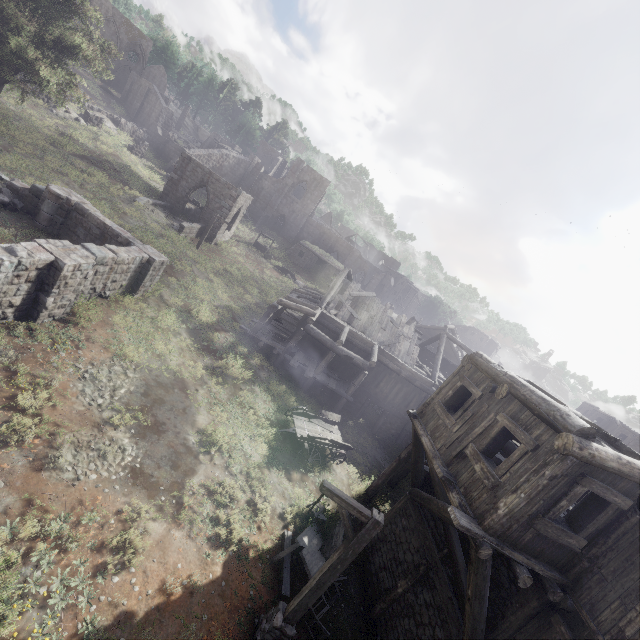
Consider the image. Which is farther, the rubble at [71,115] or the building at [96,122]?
A: the building at [96,122]

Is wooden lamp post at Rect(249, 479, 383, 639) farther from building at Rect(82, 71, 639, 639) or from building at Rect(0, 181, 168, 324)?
building at Rect(0, 181, 168, 324)

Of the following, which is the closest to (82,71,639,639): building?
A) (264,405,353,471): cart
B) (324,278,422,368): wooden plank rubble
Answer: (324,278,422,368): wooden plank rubble

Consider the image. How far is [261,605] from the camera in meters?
8.7 m

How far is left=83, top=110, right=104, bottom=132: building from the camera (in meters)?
31.45

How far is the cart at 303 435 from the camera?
14.36m

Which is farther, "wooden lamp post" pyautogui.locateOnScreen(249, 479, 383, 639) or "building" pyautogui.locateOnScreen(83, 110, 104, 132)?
"building" pyautogui.locateOnScreen(83, 110, 104, 132)

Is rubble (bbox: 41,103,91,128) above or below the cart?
above
